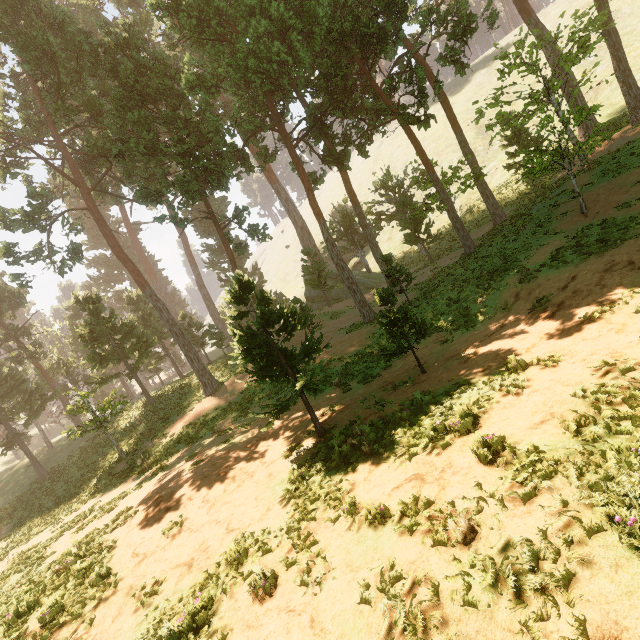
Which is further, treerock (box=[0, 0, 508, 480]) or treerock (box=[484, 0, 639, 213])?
treerock (box=[0, 0, 508, 480])

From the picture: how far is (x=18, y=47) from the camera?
19.0m

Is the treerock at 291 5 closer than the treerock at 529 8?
No
